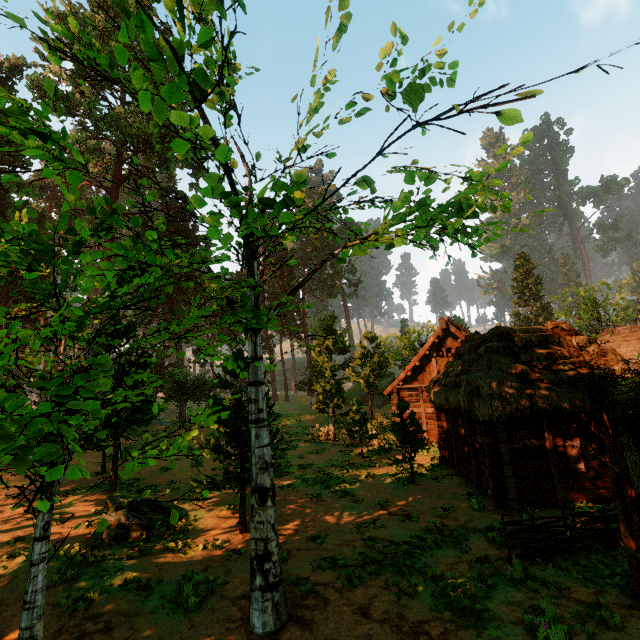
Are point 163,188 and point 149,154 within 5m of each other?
yes

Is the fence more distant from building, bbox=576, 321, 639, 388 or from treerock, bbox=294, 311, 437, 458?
building, bbox=576, 321, 639, 388

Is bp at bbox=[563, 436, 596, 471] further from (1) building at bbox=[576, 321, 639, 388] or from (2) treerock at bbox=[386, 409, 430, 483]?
(2) treerock at bbox=[386, 409, 430, 483]

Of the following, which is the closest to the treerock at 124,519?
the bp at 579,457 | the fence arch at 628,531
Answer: the fence arch at 628,531

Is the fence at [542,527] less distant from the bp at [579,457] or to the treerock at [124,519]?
the treerock at [124,519]

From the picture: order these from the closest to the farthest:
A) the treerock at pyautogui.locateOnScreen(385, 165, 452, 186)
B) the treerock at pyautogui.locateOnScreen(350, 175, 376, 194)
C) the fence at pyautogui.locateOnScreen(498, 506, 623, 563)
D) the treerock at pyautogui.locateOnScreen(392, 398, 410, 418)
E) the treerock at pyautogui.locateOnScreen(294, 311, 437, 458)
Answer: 1. the treerock at pyautogui.locateOnScreen(350, 175, 376, 194)
2. the treerock at pyautogui.locateOnScreen(385, 165, 452, 186)
3. the fence at pyautogui.locateOnScreen(498, 506, 623, 563)
4. the treerock at pyautogui.locateOnScreen(392, 398, 410, 418)
5. the treerock at pyautogui.locateOnScreen(294, 311, 437, 458)

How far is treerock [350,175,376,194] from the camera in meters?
5.0 m
